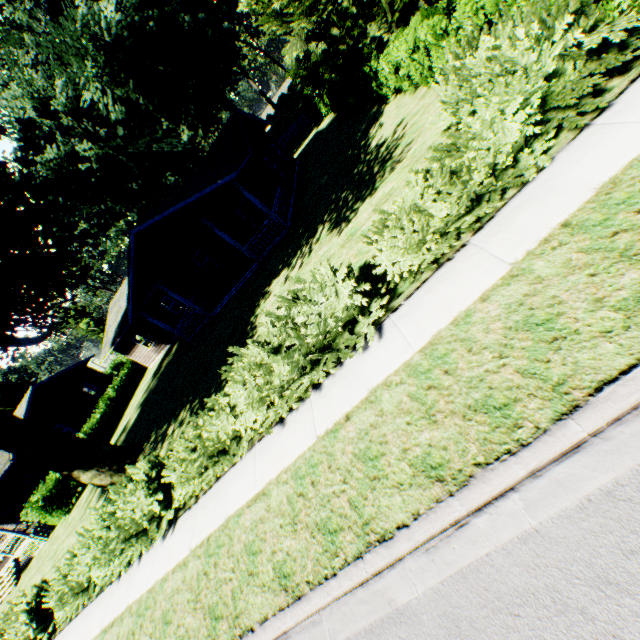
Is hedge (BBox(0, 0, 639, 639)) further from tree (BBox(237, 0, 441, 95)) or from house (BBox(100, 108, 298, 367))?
house (BBox(100, 108, 298, 367))

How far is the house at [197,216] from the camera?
15.92m

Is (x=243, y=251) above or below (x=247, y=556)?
above

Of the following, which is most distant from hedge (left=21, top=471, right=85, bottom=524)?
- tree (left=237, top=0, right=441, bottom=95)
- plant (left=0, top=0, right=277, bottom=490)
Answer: plant (left=0, top=0, right=277, bottom=490)

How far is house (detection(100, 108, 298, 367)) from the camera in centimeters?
1592cm

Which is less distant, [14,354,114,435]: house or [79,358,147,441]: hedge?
[79,358,147,441]: hedge

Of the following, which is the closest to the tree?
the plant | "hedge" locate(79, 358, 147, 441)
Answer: the plant

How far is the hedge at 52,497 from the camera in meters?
19.3
